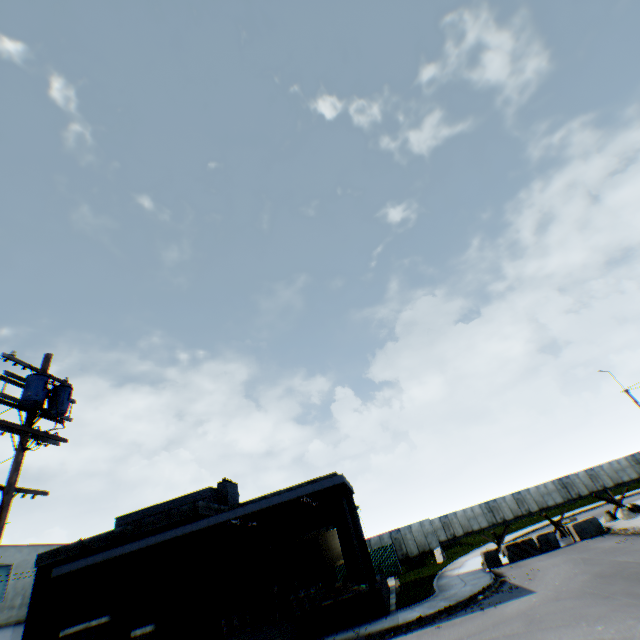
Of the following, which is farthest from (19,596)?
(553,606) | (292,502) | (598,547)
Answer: (598,547)

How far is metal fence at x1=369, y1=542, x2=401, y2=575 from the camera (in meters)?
29.53

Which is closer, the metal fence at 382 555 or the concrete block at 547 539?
the concrete block at 547 539

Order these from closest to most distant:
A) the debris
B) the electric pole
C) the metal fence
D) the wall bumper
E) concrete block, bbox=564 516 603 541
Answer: the electric pole, the wall bumper, the debris, concrete block, bbox=564 516 603 541, the metal fence

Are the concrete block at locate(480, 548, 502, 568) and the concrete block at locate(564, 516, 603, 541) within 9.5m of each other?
yes

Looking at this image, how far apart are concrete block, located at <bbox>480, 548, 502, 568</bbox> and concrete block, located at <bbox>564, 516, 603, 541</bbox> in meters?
4.4 m

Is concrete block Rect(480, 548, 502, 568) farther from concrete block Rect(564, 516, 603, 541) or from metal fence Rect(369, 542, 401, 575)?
metal fence Rect(369, 542, 401, 575)

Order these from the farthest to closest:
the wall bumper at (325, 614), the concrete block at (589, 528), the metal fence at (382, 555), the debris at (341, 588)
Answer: the metal fence at (382, 555), the concrete block at (589, 528), the debris at (341, 588), the wall bumper at (325, 614)
